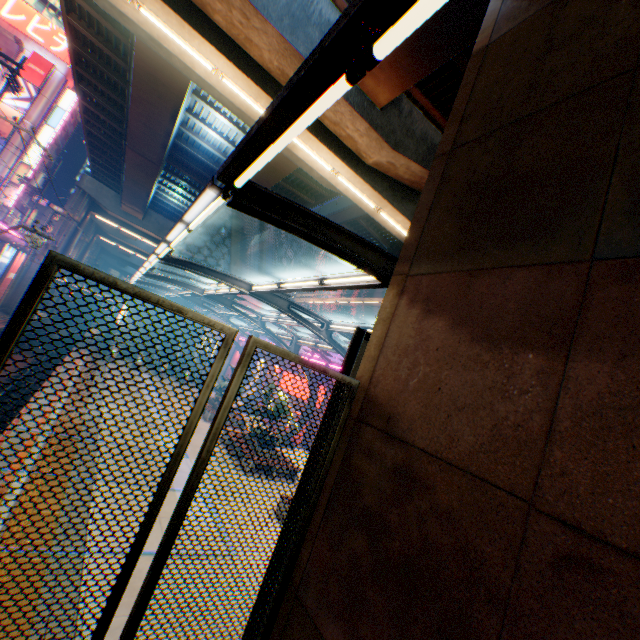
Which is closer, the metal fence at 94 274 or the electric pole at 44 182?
the metal fence at 94 274

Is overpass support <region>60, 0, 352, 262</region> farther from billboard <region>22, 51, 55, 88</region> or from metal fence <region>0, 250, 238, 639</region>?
billboard <region>22, 51, 55, 88</region>

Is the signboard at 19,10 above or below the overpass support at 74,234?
above

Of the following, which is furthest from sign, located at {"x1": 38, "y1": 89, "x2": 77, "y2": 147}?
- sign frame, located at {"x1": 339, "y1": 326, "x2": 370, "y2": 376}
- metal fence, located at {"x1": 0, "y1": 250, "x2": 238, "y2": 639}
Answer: sign frame, located at {"x1": 339, "y1": 326, "x2": 370, "y2": 376}

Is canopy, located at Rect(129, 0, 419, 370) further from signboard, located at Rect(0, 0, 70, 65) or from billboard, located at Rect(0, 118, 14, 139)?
signboard, located at Rect(0, 0, 70, 65)

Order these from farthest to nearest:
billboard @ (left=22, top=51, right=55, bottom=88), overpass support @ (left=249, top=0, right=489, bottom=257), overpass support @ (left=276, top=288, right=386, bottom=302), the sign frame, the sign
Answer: the sign, billboard @ (left=22, top=51, right=55, bottom=88), overpass support @ (left=276, top=288, right=386, bottom=302), overpass support @ (left=249, top=0, right=489, bottom=257), the sign frame

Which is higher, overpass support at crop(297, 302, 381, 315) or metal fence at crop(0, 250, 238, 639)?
overpass support at crop(297, 302, 381, 315)

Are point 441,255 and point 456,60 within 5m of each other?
no
